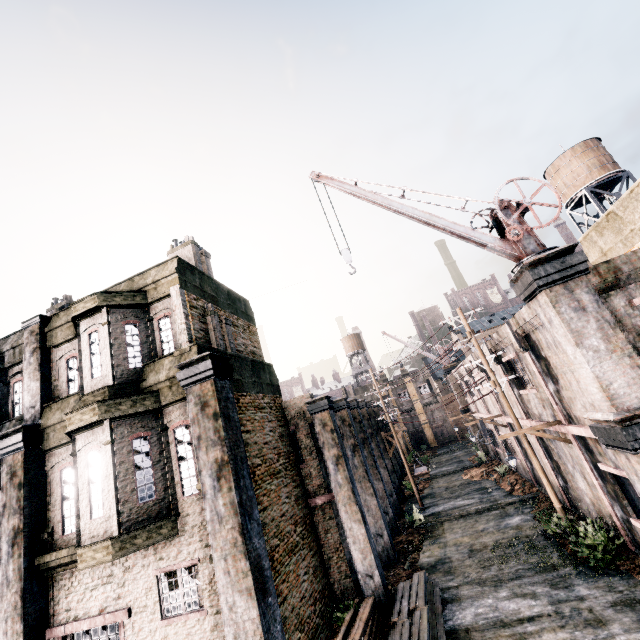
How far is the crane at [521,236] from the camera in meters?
9.6 m

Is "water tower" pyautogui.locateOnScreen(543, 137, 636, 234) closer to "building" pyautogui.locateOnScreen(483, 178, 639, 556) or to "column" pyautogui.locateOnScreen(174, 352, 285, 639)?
"building" pyautogui.locateOnScreen(483, 178, 639, 556)

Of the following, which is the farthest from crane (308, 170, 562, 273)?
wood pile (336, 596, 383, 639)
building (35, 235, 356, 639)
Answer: wood pile (336, 596, 383, 639)

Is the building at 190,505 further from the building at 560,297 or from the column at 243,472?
the building at 560,297

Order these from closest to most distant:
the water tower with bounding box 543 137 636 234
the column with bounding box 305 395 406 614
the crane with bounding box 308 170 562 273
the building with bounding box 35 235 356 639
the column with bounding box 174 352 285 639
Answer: the column with bounding box 174 352 285 639
the building with bounding box 35 235 356 639
the crane with bounding box 308 170 562 273
the column with bounding box 305 395 406 614
the water tower with bounding box 543 137 636 234

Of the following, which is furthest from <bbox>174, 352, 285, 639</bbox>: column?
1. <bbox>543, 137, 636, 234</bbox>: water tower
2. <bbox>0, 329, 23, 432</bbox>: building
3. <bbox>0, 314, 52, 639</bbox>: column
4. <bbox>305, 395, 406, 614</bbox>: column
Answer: <bbox>543, 137, 636, 234</bbox>: water tower

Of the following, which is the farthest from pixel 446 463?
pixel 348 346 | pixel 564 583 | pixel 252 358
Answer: pixel 252 358

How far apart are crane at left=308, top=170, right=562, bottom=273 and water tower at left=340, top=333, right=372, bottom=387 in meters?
42.4
